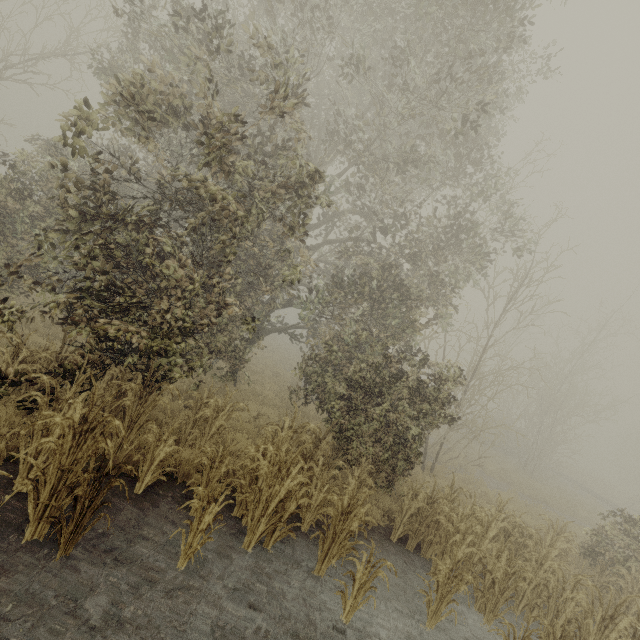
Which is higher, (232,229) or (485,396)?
(232,229)
